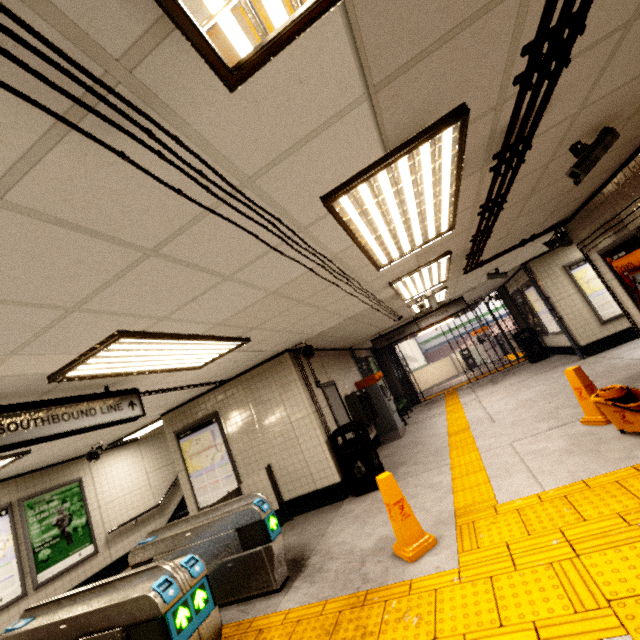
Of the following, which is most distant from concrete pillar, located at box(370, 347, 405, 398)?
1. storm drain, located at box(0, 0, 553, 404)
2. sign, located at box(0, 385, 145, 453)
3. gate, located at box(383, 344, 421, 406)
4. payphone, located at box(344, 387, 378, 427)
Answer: sign, located at box(0, 385, 145, 453)

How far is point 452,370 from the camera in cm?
1916

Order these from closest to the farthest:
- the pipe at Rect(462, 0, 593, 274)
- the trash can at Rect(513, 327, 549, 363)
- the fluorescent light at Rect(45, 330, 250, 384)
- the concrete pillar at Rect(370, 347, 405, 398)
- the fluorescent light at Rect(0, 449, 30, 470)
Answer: the pipe at Rect(462, 0, 593, 274)
the fluorescent light at Rect(45, 330, 250, 384)
the fluorescent light at Rect(0, 449, 30, 470)
the trash can at Rect(513, 327, 549, 363)
the concrete pillar at Rect(370, 347, 405, 398)

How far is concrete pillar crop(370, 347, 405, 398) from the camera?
13.5m

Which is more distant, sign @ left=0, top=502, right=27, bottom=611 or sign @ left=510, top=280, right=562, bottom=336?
sign @ left=510, top=280, right=562, bottom=336

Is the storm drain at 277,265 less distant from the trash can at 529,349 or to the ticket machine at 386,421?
the ticket machine at 386,421

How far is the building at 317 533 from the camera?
3.7m

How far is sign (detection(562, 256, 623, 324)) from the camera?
8.25m
